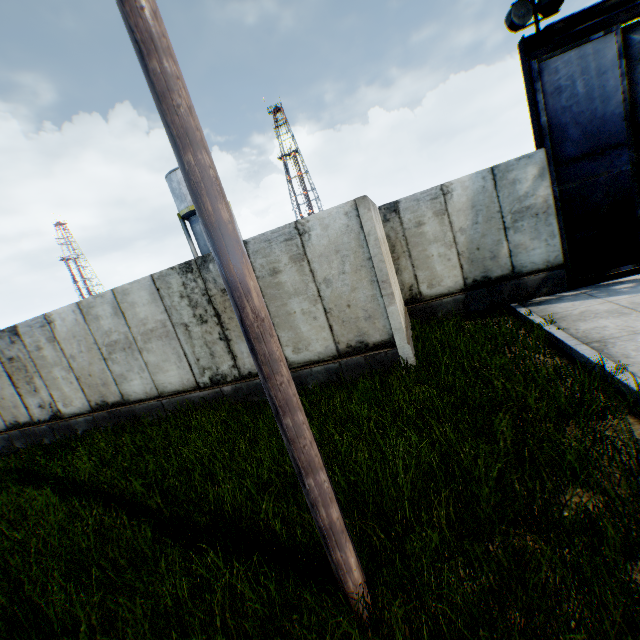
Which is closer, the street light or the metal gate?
the street light

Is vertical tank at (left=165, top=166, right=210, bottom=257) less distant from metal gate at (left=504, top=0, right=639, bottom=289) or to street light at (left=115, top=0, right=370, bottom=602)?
metal gate at (left=504, top=0, right=639, bottom=289)

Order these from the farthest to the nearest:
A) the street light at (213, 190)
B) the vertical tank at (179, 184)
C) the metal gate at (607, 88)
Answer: the vertical tank at (179, 184) < the metal gate at (607, 88) < the street light at (213, 190)

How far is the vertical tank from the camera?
24.91m

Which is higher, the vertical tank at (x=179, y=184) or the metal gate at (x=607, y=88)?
the vertical tank at (x=179, y=184)

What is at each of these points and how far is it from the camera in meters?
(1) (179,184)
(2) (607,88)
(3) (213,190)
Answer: (1) vertical tank, 24.9
(2) metal gate, 7.2
(3) street light, 2.0

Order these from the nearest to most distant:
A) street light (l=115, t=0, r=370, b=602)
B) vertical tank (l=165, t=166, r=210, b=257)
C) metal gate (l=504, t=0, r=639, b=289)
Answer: street light (l=115, t=0, r=370, b=602), metal gate (l=504, t=0, r=639, b=289), vertical tank (l=165, t=166, r=210, b=257)
